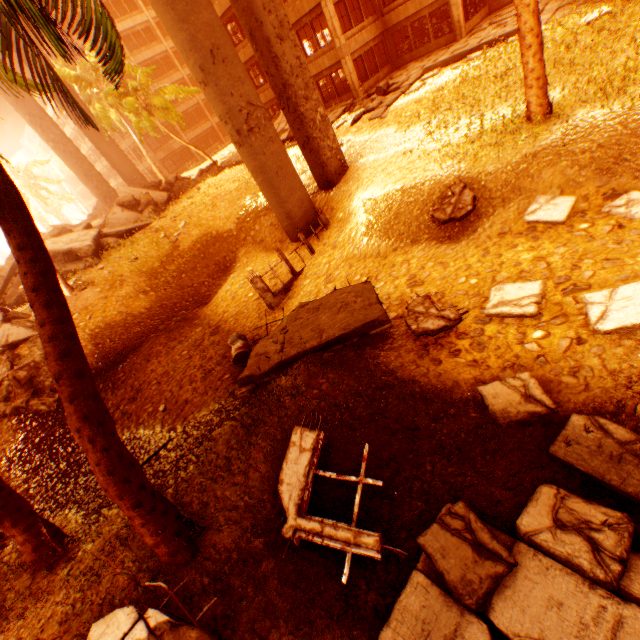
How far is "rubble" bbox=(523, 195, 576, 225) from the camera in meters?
7.4 m

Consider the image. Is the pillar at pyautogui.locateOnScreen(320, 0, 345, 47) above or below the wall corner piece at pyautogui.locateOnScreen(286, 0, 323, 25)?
below

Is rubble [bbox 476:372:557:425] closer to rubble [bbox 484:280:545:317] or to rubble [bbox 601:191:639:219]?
rubble [bbox 484:280:545:317]

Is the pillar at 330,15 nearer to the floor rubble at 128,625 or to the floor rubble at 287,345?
the floor rubble at 287,345

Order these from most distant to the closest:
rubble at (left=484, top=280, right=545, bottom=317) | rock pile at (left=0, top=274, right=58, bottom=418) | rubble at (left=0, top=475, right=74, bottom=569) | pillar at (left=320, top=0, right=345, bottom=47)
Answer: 1. pillar at (left=320, top=0, right=345, bottom=47)
2. rock pile at (left=0, top=274, right=58, bottom=418)
3. rubble at (left=484, top=280, right=545, bottom=317)
4. rubble at (left=0, top=475, right=74, bottom=569)

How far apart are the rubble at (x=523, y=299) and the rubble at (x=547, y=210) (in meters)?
2.22

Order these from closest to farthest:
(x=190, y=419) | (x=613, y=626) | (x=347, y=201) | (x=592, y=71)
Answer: (x=613, y=626)
(x=190, y=419)
(x=592, y=71)
(x=347, y=201)

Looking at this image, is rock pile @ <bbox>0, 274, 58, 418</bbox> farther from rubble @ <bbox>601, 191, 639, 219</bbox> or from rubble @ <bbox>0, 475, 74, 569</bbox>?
rubble @ <bbox>601, 191, 639, 219</bbox>
